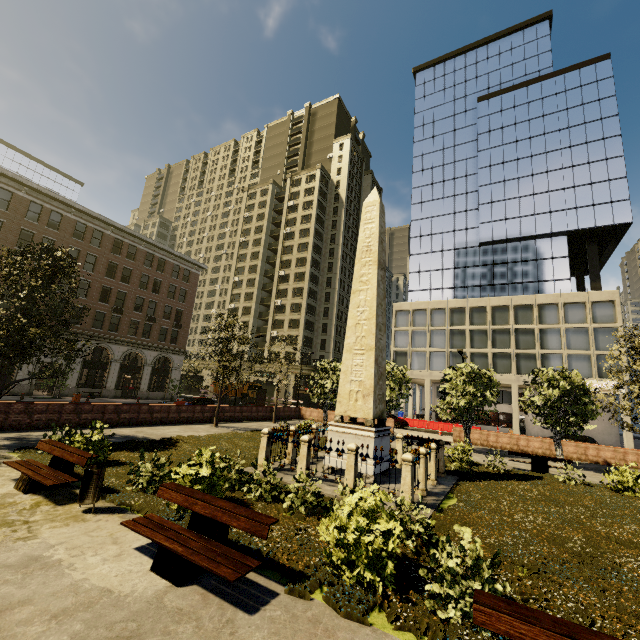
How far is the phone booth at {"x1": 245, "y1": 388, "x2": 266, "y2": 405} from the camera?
28.70m

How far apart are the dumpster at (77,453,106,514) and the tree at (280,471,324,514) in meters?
3.5 m

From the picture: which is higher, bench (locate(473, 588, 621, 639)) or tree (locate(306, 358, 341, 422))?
tree (locate(306, 358, 341, 422))

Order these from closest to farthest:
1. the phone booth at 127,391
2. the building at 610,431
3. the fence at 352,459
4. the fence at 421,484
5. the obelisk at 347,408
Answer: the fence at 421,484
the fence at 352,459
the obelisk at 347,408
the building at 610,431
the phone booth at 127,391

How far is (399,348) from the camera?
45.8 meters

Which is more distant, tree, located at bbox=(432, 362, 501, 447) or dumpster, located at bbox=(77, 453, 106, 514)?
tree, located at bbox=(432, 362, 501, 447)

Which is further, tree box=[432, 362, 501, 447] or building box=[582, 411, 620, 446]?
building box=[582, 411, 620, 446]

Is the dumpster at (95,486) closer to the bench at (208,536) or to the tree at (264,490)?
the bench at (208,536)
